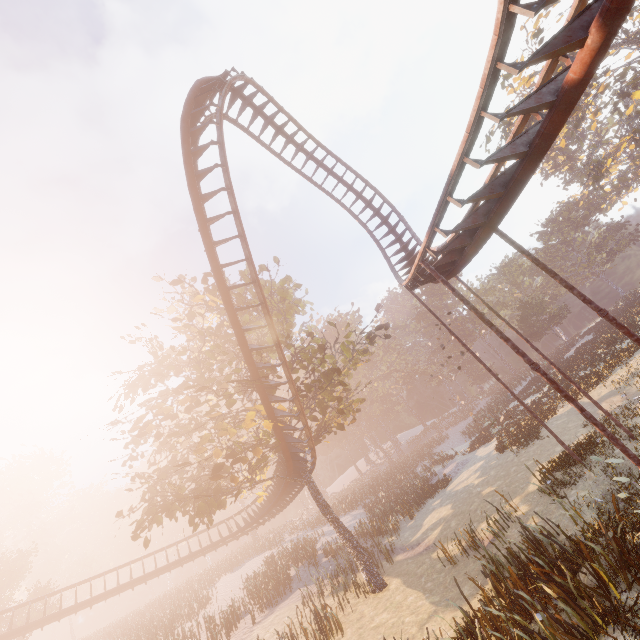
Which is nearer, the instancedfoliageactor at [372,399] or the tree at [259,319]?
the tree at [259,319]

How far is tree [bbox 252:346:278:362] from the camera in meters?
14.6

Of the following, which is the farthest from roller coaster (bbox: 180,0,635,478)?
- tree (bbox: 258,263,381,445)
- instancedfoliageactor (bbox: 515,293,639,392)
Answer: instancedfoliageactor (bbox: 515,293,639,392)

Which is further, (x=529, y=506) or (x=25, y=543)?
(x=25, y=543)

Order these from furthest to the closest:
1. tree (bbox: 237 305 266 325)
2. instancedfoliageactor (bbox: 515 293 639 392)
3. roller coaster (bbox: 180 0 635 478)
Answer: instancedfoliageactor (bbox: 515 293 639 392)
tree (bbox: 237 305 266 325)
roller coaster (bbox: 180 0 635 478)

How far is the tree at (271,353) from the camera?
14.6 meters

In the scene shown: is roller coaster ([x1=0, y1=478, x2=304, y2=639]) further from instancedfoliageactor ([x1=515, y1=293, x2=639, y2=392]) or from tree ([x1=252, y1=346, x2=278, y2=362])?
instancedfoliageactor ([x1=515, y1=293, x2=639, y2=392])
